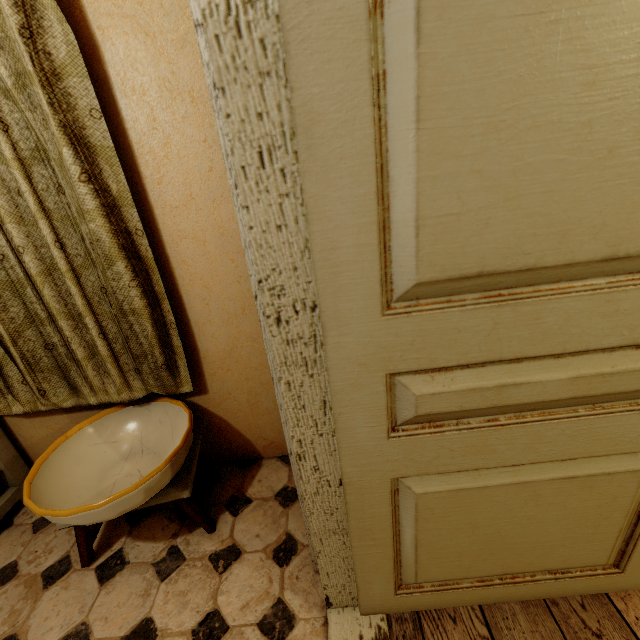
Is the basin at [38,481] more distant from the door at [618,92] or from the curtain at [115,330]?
the door at [618,92]

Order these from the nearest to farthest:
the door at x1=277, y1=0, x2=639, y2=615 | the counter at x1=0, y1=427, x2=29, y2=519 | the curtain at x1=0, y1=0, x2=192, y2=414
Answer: the door at x1=277, y1=0, x2=639, y2=615 → the curtain at x1=0, y1=0, x2=192, y2=414 → the counter at x1=0, y1=427, x2=29, y2=519

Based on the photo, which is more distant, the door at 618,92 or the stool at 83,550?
the stool at 83,550

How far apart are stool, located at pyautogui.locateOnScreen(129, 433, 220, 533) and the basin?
0.0 meters

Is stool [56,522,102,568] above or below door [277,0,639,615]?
below

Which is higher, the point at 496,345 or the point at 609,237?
the point at 609,237

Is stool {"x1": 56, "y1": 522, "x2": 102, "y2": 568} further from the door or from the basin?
the door

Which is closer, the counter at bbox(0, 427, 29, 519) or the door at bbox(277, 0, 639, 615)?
the door at bbox(277, 0, 639, 615)
